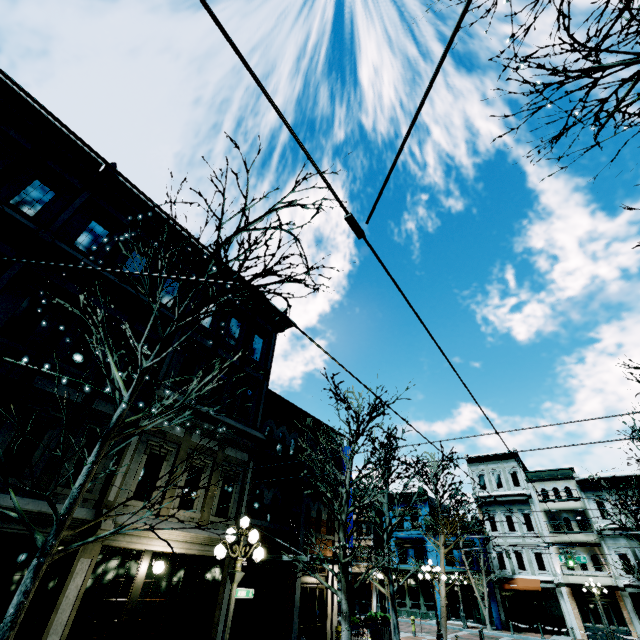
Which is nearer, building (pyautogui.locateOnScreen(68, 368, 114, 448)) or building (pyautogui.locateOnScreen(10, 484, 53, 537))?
building (pyautogui.locateOnScreen(10, 484, 53, 537))

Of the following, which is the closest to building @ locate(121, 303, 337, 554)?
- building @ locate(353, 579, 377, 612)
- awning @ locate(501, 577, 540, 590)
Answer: building @ locate(353, 579, 377, 612)

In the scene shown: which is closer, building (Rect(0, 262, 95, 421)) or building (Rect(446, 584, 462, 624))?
building (Rect(0, 262, 95, 421))

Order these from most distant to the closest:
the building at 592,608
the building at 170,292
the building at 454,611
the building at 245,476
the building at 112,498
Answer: the building at 454,611, the building at 592,608, the building at 170,292, the building at 245,476, the building at 112,498

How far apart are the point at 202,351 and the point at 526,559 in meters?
35.5 m

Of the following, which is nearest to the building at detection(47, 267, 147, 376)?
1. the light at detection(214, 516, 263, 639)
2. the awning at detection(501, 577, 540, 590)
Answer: the light at detection(214, 516, 263, 639)

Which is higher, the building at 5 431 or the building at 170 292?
the building at 170 292

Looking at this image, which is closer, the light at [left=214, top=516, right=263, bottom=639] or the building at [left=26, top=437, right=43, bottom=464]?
the light at [left=214, top=516, right=263, bottom=639]
